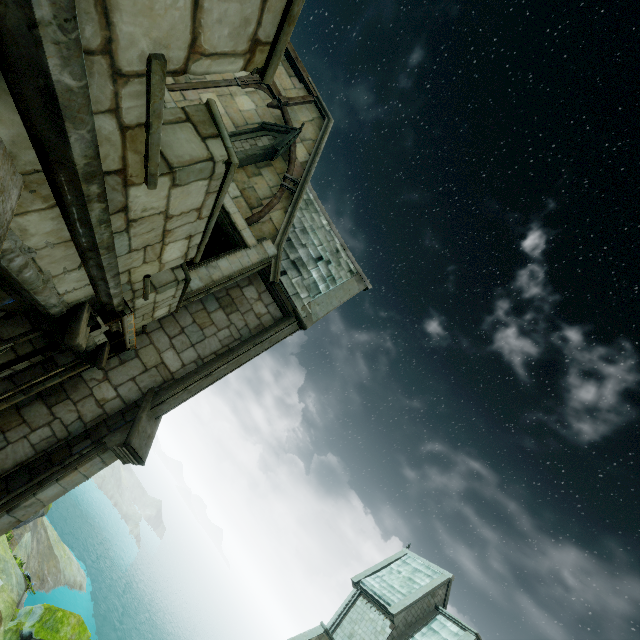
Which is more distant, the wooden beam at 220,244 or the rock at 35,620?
the rock at 35,620

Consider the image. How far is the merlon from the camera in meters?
10.3

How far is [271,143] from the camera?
10.91m

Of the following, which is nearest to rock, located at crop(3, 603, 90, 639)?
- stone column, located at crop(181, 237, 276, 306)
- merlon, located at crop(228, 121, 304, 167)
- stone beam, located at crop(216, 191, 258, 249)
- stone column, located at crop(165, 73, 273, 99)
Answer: stone column, located at crop(181, 237, 276, 306)

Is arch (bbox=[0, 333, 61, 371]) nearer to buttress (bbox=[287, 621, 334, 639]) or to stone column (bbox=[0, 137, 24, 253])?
stone column (bbox=[0, 137, 24, 253])

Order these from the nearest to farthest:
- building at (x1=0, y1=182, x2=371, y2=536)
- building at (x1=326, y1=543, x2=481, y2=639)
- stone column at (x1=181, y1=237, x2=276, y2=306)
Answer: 1. building at (x1=0, y1=182, x2=371, y2=536)
2. stone column at (x1=181, y1=237, x2=276, y2=306)
3. building at (x1=326, y1=543, x2=481, y2=639)

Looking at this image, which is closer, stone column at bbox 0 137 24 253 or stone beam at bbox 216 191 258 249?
stone column at bbox 0 137 24 253

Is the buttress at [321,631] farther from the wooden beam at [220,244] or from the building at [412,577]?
the wooden beam at [220,244]
